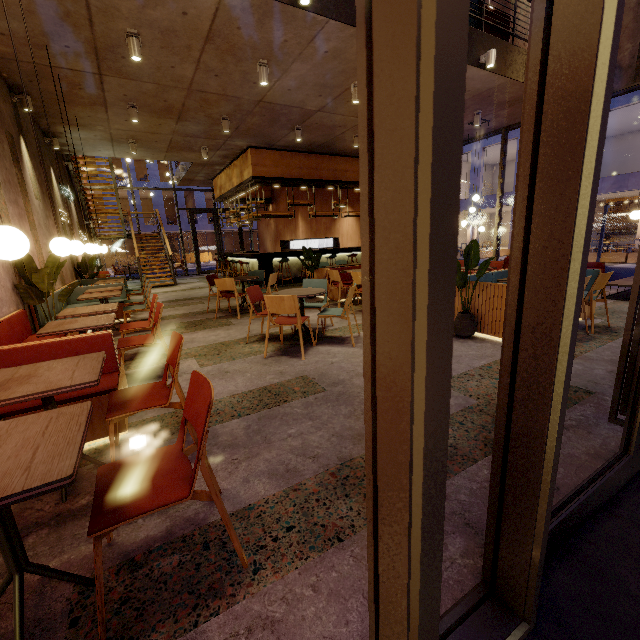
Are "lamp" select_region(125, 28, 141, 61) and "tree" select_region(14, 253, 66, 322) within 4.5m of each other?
yes

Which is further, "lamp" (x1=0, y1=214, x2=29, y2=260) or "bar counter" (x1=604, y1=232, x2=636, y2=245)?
"bar counter" (x1=604, y1=232, x2=636, y2=245)

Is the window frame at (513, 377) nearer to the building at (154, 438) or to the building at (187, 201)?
the building at (154, 438)

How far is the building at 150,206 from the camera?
31.17m

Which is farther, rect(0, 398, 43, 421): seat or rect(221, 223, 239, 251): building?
rect(221, 223, 239, 251): building

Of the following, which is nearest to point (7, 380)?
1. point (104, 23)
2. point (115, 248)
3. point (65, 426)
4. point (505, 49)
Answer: point (65, 426)

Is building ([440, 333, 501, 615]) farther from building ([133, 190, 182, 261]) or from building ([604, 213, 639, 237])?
building ([133, 190, 182, 261])

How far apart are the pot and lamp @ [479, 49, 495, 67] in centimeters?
497cm
